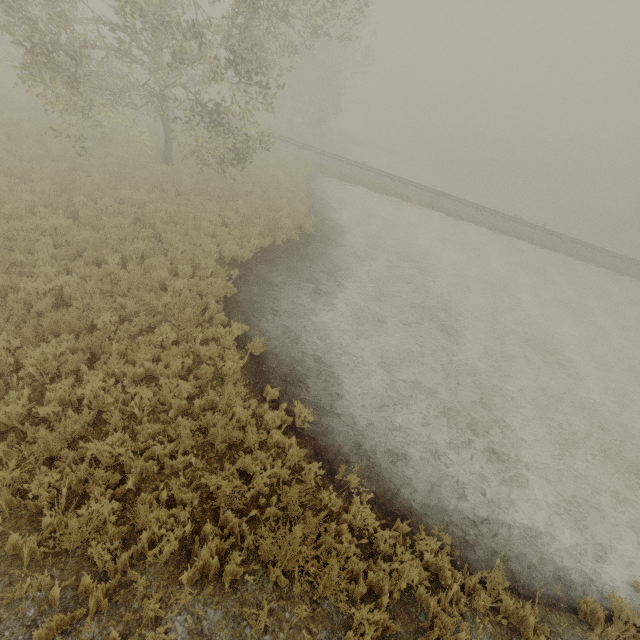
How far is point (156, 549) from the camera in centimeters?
415cm
